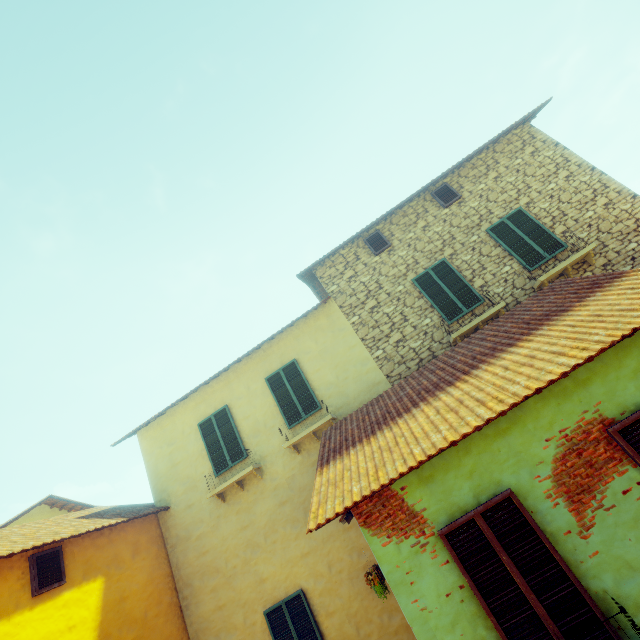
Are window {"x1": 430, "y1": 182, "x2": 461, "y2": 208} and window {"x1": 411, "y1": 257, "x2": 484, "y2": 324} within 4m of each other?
yes

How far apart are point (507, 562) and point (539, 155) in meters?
10.3 m

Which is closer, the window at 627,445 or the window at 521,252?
the window at 627,445

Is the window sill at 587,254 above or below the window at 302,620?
above

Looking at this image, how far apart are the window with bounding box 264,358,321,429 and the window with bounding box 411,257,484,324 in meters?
4.0 m

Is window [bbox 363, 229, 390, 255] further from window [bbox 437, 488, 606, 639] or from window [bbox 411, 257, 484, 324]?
window [bbox 437, 488, 606, 639]

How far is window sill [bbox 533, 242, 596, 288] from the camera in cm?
770

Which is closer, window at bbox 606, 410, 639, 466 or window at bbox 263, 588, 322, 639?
window at bbox 606, 410, 639, 466
